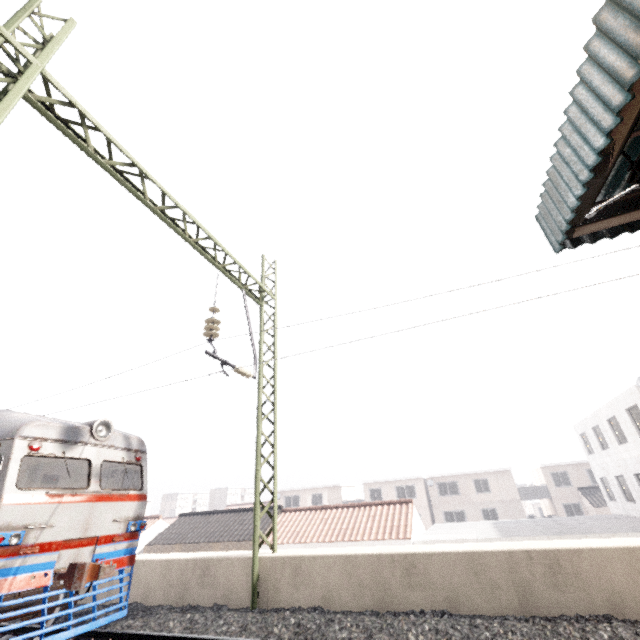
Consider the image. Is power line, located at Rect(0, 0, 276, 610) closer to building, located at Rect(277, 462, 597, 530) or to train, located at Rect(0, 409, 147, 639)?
train, located at Rect(0, 409, 147, 639)

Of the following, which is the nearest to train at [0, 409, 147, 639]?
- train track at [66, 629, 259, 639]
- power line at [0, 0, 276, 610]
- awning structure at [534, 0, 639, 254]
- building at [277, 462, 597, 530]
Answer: train track at [66, 629, 259, 639]

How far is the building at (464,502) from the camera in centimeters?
A: 3419cm

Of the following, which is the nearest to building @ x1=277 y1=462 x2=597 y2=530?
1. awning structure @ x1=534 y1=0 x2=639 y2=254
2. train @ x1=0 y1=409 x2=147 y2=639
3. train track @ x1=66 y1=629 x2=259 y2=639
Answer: train @ x1=0 y1=409 x2=147 y2=639

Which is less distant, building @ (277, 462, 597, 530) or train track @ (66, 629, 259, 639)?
train track @ (66, 629, 259, 639)

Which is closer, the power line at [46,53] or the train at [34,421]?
the power line at [46,53]

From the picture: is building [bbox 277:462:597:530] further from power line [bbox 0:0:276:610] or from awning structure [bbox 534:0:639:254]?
awning structure [bbox 534:0:639:254]

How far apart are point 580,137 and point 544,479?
43.0m
